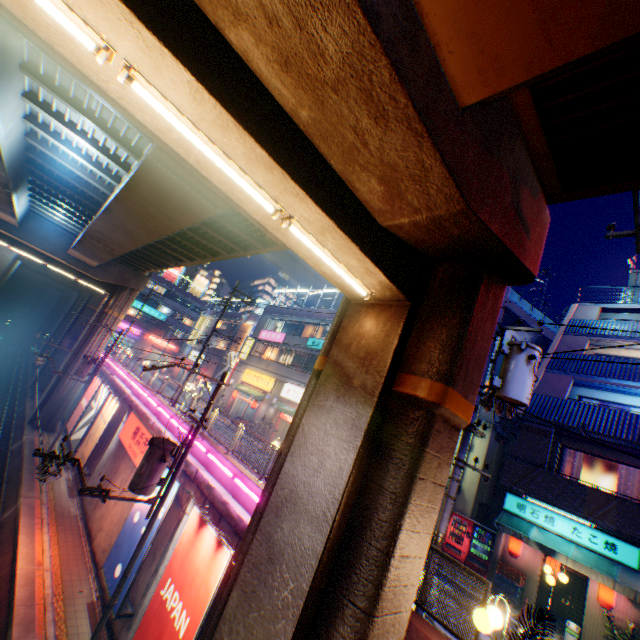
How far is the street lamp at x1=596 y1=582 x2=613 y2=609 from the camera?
→ 11.41m

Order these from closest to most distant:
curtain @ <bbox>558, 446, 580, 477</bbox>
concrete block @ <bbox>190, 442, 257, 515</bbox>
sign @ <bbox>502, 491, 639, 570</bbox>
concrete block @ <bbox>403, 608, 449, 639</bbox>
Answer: concrete block @ <bbox>403, 608, 449, 639</bbox>
concrete block @ <bbox>190, 442, 257, 515</bbox>
sign @ <bbox>502, 491, 639, 570</bbox>
curtain @ <bbox>558, 446, 580, 477</bbox>

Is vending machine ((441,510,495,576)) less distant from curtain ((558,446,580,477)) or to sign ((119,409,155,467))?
curtain ((558,446,580,477))

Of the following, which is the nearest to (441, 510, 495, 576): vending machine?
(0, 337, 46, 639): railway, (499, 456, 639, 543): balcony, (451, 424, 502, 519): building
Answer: (451, 424, 502, 519): building

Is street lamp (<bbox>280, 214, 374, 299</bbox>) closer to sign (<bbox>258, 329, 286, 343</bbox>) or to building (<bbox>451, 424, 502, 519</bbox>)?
building (<bbox>451, 424, 502, 519</bbox>)

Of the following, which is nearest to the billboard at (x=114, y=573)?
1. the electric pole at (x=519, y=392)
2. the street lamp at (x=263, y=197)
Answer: the electric pole at (x=519, y=392)

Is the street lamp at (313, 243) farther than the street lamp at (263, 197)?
Yes

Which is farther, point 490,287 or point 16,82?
point 16,82
